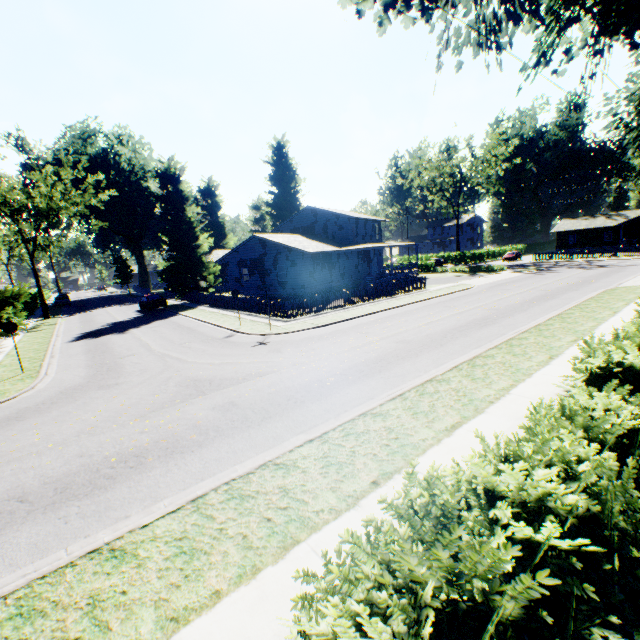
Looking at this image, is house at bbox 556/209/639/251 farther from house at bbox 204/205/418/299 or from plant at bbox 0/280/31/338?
plant at bbox 0/280/31/338

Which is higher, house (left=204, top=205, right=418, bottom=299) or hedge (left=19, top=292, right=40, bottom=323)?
house (left=204, top=205, right=418, bottom=299)

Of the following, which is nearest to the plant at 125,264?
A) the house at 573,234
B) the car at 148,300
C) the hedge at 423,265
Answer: the car at 148,300

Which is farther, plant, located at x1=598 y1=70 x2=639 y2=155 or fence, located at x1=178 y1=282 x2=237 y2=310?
fence, located at x1=178 y1=282 x2=237 y2=310

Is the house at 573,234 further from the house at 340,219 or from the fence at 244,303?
the house at 340,219

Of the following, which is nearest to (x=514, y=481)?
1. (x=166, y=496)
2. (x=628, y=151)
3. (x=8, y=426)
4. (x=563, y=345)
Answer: (x=166, y=496)

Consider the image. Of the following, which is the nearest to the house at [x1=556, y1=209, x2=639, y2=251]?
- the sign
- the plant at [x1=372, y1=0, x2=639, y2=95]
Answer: the plant at [x1=372, y1=0, x2=639, y2=95]

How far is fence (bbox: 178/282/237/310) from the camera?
28.2m
